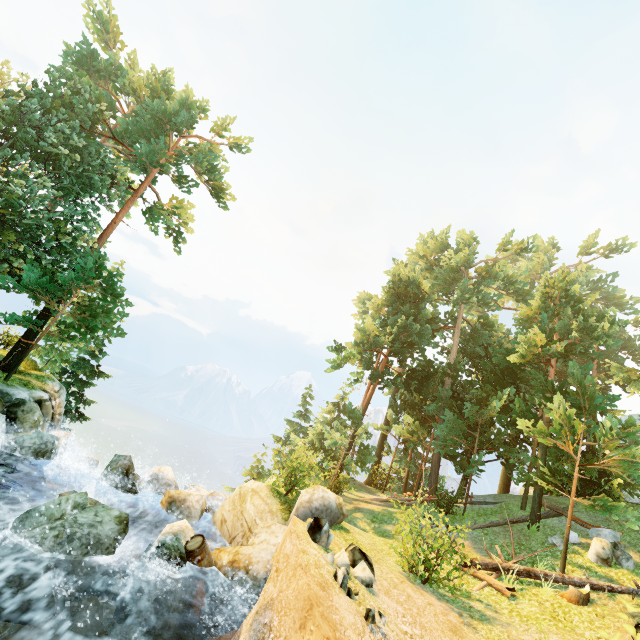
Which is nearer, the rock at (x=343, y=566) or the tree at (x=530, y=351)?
the rock at (x=343, y=566)

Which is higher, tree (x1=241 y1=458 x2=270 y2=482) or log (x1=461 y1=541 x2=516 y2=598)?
log (x1=461 y1=541 x2=516 y2=598)

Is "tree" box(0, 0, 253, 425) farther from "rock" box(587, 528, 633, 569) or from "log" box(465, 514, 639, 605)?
"rock" box(587, 528, 633, 569)

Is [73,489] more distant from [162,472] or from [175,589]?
[175,589]

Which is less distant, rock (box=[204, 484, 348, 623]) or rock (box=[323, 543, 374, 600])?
rock (box=[323, 543, 374, 600])

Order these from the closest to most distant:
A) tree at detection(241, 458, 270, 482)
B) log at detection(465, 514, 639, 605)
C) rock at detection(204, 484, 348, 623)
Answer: rock at detection(204, 484, 348, 623) → log at detection(465, 514, 639, 605) → tree at detection(241, 458, 270, 482)

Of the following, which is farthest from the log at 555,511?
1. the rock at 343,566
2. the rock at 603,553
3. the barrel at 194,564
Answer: the barrel at 194,564

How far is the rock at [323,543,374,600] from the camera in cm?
725
